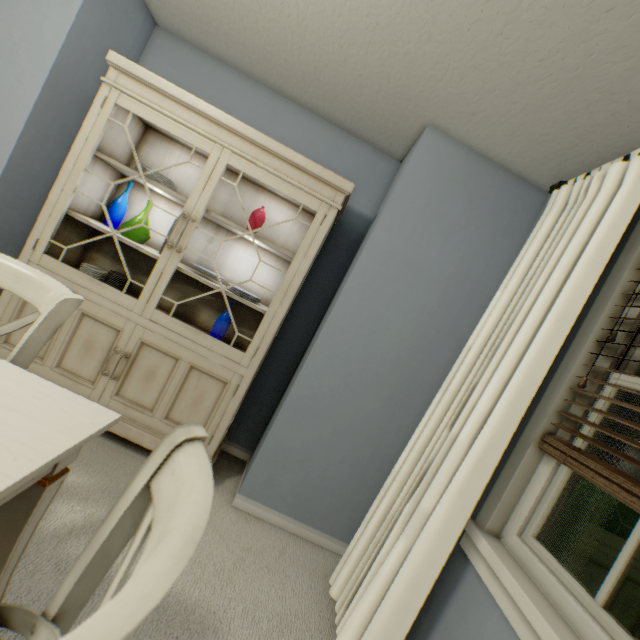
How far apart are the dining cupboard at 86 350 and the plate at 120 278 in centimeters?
3cm

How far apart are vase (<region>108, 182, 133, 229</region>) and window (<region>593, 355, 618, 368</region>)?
2.52m

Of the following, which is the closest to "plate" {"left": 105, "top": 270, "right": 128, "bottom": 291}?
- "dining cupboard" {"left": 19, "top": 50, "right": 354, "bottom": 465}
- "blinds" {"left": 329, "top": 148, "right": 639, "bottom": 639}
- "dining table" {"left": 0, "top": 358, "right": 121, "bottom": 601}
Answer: "dining cupboard" {"left": 19, "top": 50, "right": 354, "bottom": 465}

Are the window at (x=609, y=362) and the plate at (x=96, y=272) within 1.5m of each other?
no

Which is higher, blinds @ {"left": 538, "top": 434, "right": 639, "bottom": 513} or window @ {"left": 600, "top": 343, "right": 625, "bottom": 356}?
window @ {"left": 600, "top": 343, "right": 625, "bottom": 356}

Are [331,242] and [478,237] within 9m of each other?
yes

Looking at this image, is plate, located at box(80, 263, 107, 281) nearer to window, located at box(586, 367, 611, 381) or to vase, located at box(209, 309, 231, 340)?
vase, located at box(209, 309, 231, 340)

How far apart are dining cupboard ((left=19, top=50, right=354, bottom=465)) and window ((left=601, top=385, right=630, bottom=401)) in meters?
1.3 m
